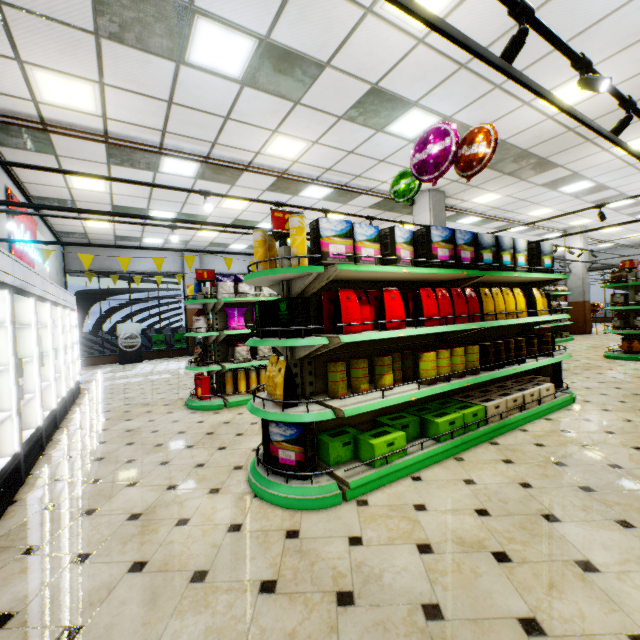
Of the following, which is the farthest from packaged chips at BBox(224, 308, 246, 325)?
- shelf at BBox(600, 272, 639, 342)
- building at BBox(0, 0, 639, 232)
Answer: shelf at BBox(600, 272, 639, 342)

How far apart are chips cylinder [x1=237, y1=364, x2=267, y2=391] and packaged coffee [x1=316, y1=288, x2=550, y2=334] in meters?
3.6 m

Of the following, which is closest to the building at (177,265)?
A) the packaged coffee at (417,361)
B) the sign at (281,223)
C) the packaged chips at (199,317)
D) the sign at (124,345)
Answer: the sign at (124,345)

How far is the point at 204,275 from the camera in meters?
5.9 m

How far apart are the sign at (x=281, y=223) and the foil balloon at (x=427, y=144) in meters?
2.1 m

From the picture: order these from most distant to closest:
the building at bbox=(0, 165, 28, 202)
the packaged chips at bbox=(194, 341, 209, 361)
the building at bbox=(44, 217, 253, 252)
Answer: the building at bbox=(44, 217, 253, 252), the building at bbox=(0, 165, 28, 202), the packaged chips at bbox=(194, 341, 209, 361)

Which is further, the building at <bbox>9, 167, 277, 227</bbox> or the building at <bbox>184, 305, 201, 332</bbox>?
the building at <bbox>184, 305, 201, 332</bbox>

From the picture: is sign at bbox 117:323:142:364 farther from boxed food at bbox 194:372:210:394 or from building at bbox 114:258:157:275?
boxed food at bbox 194:372:210:394
